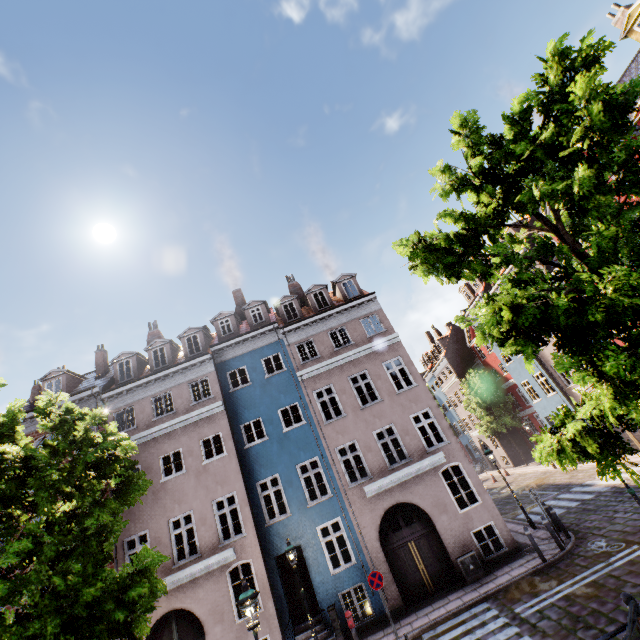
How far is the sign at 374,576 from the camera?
11.4m

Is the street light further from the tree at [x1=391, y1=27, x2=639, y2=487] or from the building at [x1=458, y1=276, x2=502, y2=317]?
the building at [x1=458, y1=276, x2=502, y2=317]

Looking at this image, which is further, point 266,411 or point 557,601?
point 266,411

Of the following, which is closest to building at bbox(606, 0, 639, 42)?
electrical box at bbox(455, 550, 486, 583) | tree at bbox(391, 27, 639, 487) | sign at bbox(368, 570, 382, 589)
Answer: electrical box at bbox(455, 550, 486, 583)

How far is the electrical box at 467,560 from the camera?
12.4 meters

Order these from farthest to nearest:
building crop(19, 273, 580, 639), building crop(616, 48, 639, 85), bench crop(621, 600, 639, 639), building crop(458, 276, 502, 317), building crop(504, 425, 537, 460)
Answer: building crop(504, 425, 537, 460) → building crop(458, 276, 502, 317) → building crop(616, 48, 639, 85) → building crop(19, 273, 580, 639) → bench crop(621, 600, 639, 639)

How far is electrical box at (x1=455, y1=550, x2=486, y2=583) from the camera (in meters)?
12.38

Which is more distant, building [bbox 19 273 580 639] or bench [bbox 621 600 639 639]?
building [bbox 19 273 580 639]
